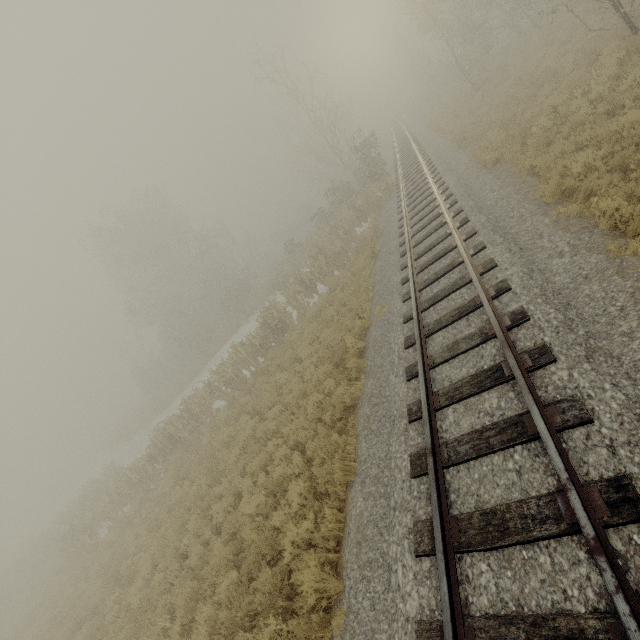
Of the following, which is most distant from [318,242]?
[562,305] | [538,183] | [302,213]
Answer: [302,213]
